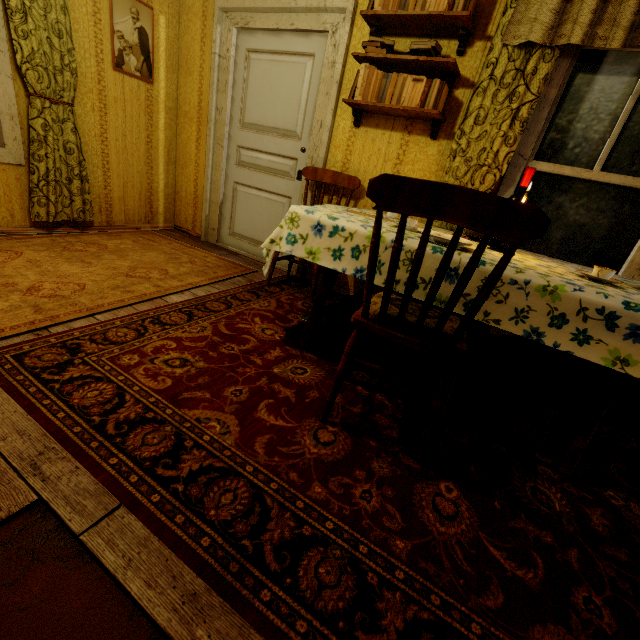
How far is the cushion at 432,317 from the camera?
1.3m

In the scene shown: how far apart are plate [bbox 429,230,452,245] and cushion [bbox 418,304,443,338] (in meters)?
0.31

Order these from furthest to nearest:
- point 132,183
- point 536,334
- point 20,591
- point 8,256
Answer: point 132,183 < point 8,256 < point 536,334 < point 20,591

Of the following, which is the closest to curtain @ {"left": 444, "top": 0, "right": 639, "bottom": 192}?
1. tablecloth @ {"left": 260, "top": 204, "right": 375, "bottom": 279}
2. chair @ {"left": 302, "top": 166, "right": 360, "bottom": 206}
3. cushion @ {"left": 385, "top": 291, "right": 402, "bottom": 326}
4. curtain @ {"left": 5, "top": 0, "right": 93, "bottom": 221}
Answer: tablecloth @ {"left": 260, "top": 204, "right": 375, "bottom": 279}

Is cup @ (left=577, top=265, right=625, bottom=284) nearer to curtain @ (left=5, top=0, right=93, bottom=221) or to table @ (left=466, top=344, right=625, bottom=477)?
table @ (left=466, top=344, right=625, bottom=477)

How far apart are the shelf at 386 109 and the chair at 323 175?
0.4m

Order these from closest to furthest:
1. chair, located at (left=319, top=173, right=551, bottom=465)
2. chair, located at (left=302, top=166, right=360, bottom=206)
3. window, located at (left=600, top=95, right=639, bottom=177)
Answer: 1. chair, located at (left=319, top=173, right=551, bottom=465)
2. window, located at (left=600, top=95, right=639, bottom=177)
3. chair, located at (left=302, top=166, right=360, bottom=206)

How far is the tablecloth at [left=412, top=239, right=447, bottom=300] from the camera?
1.45m
